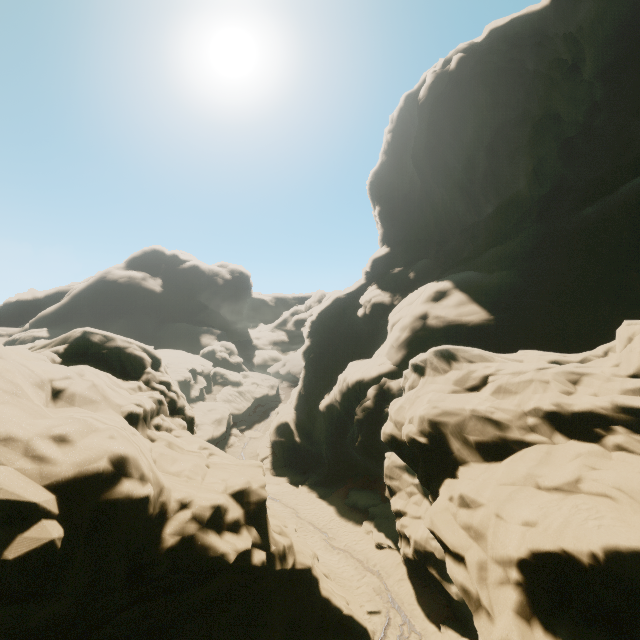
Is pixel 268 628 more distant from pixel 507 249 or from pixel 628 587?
pixel 507 249
